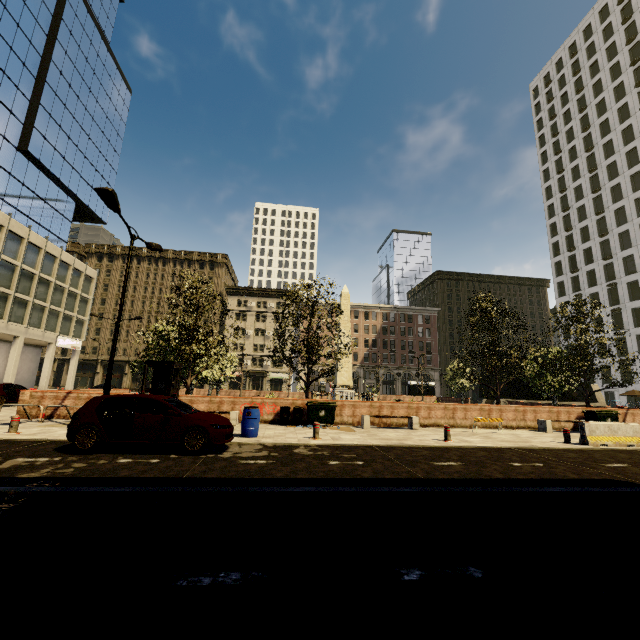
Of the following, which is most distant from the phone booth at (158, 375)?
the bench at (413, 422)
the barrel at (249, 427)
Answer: the bench at (413, 422)

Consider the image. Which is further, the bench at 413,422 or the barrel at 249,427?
the bench at 413,422

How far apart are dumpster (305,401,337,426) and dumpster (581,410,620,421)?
13.61m

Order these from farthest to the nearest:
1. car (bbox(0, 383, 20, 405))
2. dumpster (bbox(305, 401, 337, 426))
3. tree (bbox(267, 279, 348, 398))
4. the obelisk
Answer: the obelisk → car (bbox(0, 383, 20, 405)) → tree (bbox(267, 279, 348, 398)) → dumpster (bbox(305, 401, 337, 426))

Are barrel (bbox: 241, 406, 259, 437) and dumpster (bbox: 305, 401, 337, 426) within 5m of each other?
yes

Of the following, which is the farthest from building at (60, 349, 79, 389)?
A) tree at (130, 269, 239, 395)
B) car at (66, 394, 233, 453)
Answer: car at (66, 394, 233, 453)

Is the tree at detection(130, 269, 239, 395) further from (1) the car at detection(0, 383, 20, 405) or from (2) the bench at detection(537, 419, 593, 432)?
(1) the car at detection(0, 383, 20, 405)

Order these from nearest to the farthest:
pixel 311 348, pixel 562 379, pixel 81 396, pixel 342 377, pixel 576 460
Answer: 1. pixel 576 460
2. pixel 81 396
3. pixel 311 348
4. pixel 562 379
5. pixel 342 377
